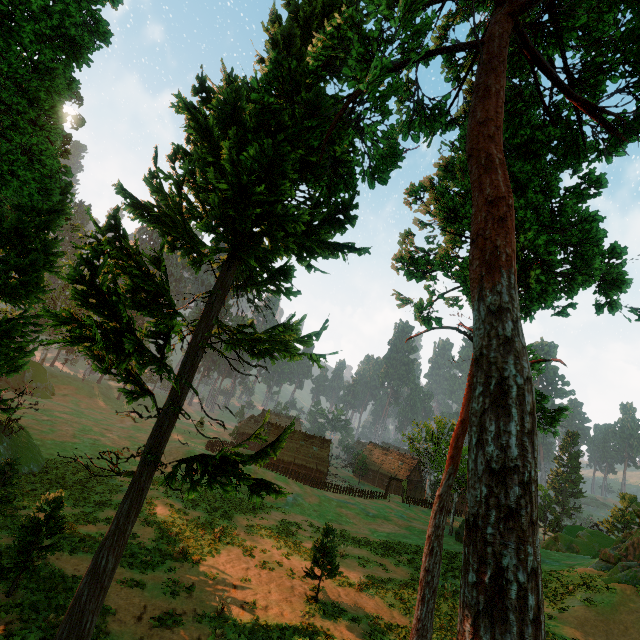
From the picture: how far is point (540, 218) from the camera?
15.06m

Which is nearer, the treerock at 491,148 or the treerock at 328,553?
the treerock at 491,148

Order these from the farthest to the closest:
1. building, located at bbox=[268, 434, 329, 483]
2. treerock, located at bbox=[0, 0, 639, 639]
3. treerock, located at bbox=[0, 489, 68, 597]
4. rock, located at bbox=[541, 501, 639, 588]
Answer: building, located at bbox=[268, 434, 329, 483], rock, located at bbox=[541, 501, 639, 588], treerock, located at bbox=[0, 489, 68, 597], treerock, located at bbox=[0, 0, 639, 639]

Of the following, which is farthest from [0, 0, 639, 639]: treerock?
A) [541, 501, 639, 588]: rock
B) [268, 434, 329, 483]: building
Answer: [541, 501, 639, 588]: rock

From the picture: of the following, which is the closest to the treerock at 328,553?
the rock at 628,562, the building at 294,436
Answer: the building at 294,436

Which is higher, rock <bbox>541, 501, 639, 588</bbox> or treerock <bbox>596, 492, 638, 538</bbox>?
treerock <bbox>596, 492, 638, 538</bbox>

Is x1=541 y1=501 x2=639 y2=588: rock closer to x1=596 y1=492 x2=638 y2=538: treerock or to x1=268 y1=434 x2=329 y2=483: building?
x1=596 y1=492 x2=638 y2=538: treerock
